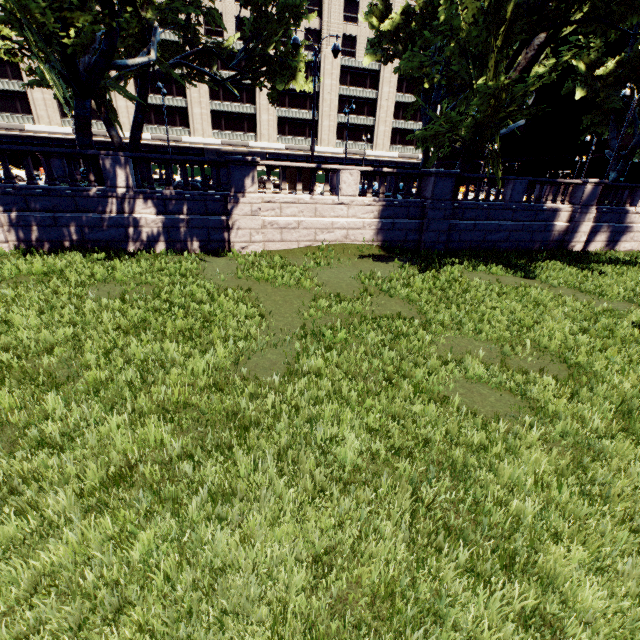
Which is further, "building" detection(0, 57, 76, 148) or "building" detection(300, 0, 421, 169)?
"building" detection(300, 0, 421, 169)

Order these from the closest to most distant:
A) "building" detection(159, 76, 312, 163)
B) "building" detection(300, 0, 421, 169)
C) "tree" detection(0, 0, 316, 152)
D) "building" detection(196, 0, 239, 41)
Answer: "tree" detection(0, 0, 316, 152) < "building" detection(196, 0, 239, 41) < "building" detection(159, 76, 312, 163) < "building" detection(300, 0, 421, 169)

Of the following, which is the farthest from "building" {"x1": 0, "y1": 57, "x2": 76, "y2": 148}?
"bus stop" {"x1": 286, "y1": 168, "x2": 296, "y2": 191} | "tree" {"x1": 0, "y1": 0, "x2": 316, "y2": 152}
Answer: "bus stop" {"x1": 286, "y1": 168, "x2": 296, "y2": 191}

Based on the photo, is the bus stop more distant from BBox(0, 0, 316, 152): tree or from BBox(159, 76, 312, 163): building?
BBox(159, 76, 312, 163): building

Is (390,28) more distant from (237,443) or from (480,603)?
(480,603)

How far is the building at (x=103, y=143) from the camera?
45.7m

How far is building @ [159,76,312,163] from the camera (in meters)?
47.50
